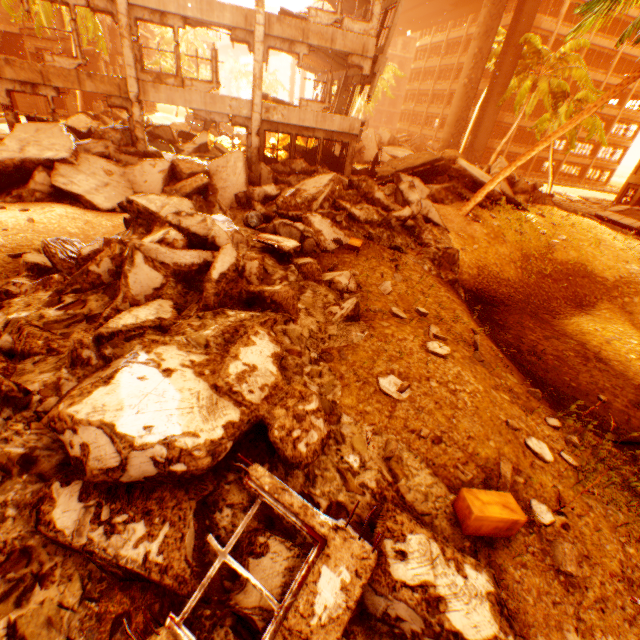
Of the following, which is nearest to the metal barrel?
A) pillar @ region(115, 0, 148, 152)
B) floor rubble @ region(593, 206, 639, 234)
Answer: pillar @ region(115, 0, 148, 152)

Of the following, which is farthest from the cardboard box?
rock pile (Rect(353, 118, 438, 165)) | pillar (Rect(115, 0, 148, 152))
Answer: rock pile (Rect(353, 118, 438, 165))

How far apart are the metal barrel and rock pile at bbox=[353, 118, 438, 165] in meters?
25.7 m

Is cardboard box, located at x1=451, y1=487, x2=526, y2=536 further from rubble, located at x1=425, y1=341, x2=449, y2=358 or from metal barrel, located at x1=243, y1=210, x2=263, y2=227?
metal barrel, located at x1=243, y1=210, x2=263, y2=227

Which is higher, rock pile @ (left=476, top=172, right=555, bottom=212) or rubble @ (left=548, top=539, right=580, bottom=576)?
rock pile @ (left=476, top=172, right=555, bottom=212)

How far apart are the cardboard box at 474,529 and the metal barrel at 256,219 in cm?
871

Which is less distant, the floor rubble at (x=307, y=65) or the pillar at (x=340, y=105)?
the pillar at (x=340, y=105)

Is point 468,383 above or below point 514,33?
below
